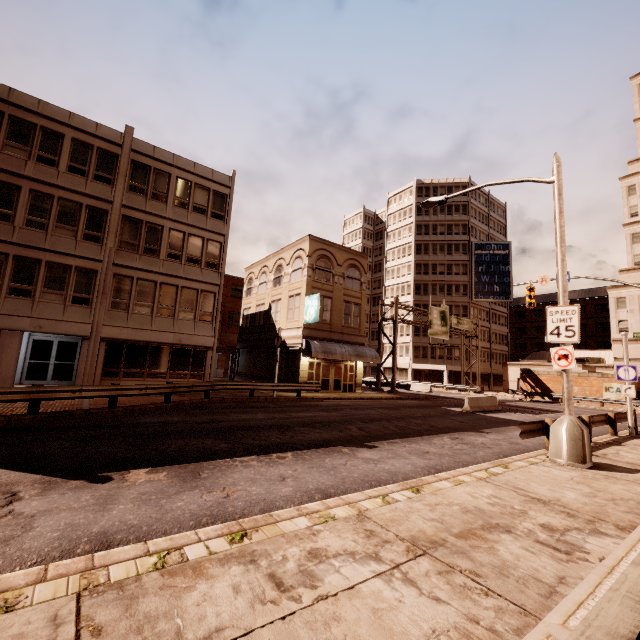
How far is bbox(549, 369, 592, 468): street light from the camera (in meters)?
8.52

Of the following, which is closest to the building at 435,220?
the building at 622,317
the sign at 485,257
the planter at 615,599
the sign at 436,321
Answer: the sign at 485,257

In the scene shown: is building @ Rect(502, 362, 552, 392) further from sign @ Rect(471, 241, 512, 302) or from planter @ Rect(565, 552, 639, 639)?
planter @ Rect(565, 552, 639, 639)

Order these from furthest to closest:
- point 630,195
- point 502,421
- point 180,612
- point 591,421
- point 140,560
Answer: point 630,195, point 502,421, point 591,421, point 140,560, point 180,612

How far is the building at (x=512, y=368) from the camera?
48.8 meters

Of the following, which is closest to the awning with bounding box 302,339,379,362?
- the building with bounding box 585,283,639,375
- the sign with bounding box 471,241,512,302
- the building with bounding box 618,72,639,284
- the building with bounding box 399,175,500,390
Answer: the building with bounding box 399,175,500,390

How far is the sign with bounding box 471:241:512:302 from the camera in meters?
55.1 m
